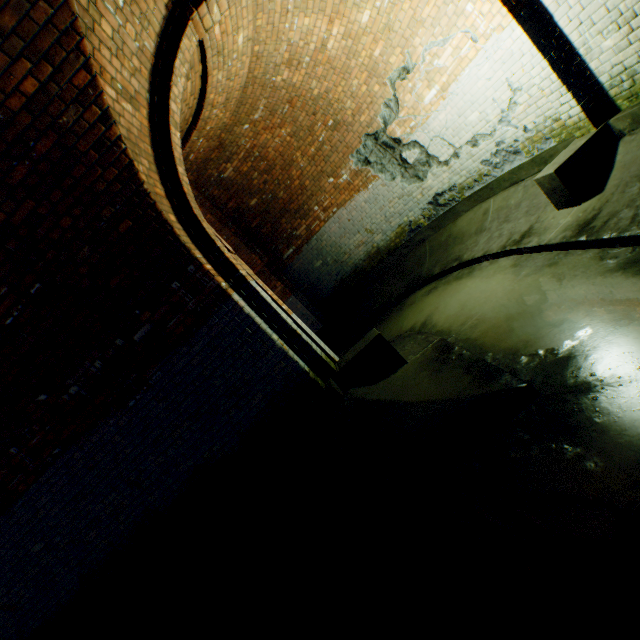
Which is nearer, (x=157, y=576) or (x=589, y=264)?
(x=589, y=264)

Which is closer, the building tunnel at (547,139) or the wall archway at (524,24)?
the building tunnel at (547,139)

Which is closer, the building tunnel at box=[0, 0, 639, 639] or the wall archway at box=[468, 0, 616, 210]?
the building tunnel at box=[0, 0, 639, 639]
